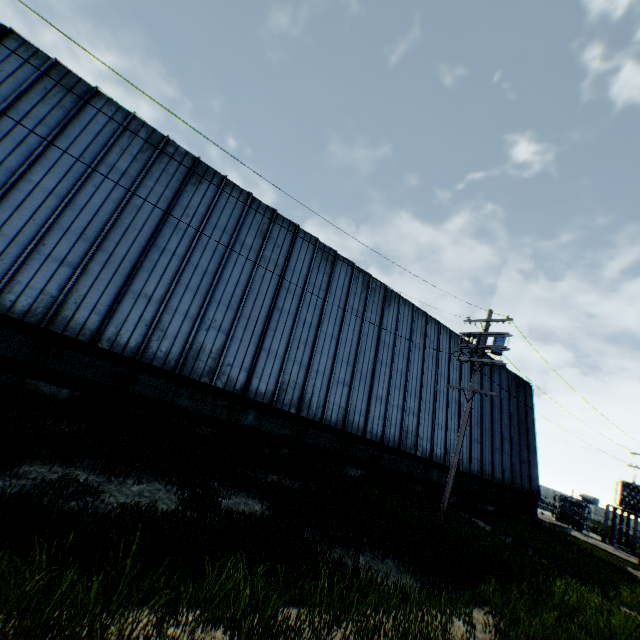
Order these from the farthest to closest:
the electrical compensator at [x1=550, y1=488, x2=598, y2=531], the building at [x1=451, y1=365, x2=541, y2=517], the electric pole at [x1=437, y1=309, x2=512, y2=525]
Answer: the electrical compensator at [x1=550, y1=488, x2=598, y2=531] → the building at [x1=451, y1=365, x2=541, y2=517] → the electric pole at [x1=437, y1=309, x2=512, y2=525]

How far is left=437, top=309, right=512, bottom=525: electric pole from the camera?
13.0m

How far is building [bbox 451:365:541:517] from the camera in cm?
2219

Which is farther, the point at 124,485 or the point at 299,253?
the point at 299,253

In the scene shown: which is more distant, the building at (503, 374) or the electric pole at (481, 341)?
the building at (503, 374)

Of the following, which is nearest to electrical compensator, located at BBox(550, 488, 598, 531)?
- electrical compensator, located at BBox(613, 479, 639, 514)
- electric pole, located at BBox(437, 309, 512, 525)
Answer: electrical compensator, located at BBox(613, 479, 639, 514)

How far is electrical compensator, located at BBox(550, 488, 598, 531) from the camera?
33.8m

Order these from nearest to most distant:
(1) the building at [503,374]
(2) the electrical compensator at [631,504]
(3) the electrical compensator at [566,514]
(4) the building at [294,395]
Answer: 1. (4) the building at [294,395]
2. (1) the building at [503,374]
3. (2) the electrical compensator at [631,504]
4. (3) the electrical compensator at [566,514]
